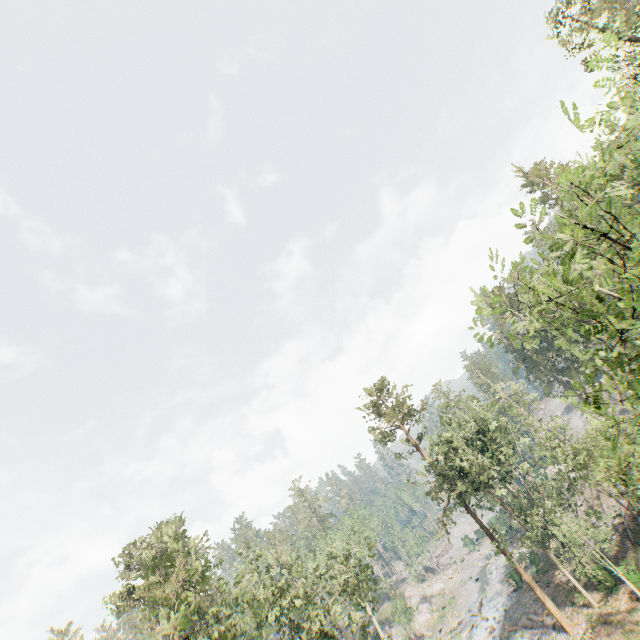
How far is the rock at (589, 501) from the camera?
34.78m

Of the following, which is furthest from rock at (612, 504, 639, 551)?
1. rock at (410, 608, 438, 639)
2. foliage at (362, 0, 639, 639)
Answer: rock at (410, 608, 438, 639)

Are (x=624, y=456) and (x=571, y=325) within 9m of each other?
yes

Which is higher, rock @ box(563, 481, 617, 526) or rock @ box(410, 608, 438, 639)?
rock @ box(563, 481, 617, 526)

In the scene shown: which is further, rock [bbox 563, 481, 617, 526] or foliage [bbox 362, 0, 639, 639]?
rock [bbox 563, 481, 617, 526]

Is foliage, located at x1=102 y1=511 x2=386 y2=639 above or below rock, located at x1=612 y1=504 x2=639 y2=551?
above

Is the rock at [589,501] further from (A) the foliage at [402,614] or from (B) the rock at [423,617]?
(B) the rock at [423,617]
